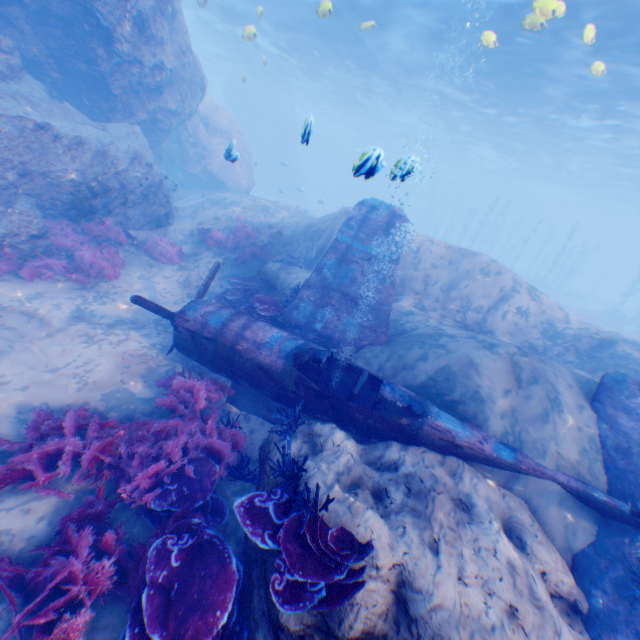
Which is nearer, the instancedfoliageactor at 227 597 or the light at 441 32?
the instancedfoliageactor at 227 597

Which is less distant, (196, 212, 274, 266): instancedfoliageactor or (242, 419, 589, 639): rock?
(242, 419, 589, 639): rock

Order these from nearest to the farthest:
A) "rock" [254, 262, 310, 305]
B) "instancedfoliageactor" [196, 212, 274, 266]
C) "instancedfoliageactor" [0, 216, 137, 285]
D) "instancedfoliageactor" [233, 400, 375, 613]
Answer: "instancedfoliageactor" [233, 400, 375, 613] → "instancedfoliageactor" [0, 216, 137, 285] → "rock" [254, 262, 310, 305] → "instancedfoliageactor" [196, 212, 274, 266]

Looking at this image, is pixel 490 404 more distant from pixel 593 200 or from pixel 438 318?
pixel 593 200

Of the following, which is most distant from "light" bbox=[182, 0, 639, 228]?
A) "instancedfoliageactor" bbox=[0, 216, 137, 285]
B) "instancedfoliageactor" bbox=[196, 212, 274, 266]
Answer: "instancedfoliageactor" bbox=[0, 216, 137, 285]

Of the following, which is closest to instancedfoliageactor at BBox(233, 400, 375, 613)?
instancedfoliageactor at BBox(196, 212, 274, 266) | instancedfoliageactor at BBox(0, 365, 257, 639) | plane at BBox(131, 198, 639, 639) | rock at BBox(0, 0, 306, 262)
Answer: rock at BBox(0, 0, 306, 262)

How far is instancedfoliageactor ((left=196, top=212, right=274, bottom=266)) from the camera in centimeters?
1295cm

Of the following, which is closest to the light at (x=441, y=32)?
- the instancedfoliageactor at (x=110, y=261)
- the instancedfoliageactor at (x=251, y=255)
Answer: the instancedfoliageactor at (x=251, y=255)
